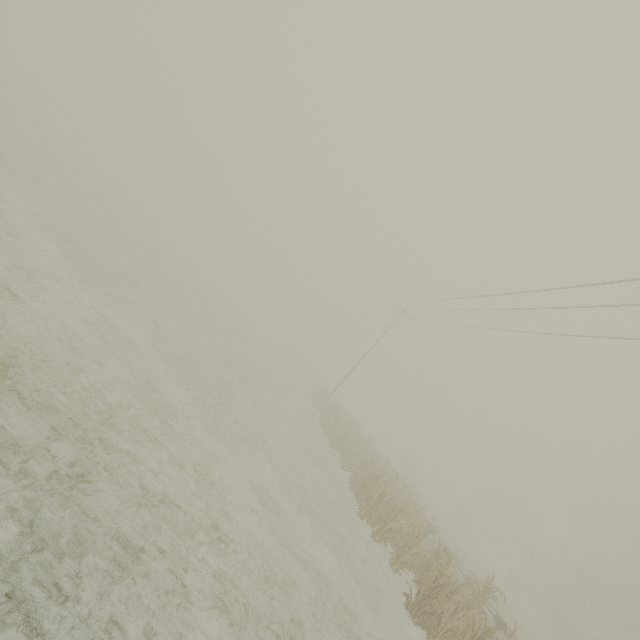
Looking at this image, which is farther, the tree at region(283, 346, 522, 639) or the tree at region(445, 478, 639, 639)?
the tree at region(445, 478, 639, 639)

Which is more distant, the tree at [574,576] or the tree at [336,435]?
the tree at [574,576]

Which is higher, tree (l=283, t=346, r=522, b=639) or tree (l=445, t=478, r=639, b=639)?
tree (l=445, t=478, r=639, b=639)

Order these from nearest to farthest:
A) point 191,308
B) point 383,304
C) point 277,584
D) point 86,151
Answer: point 277,584, point 191,308, point 383,304, point 86,151

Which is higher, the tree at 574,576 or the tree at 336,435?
the tree at 574,576
